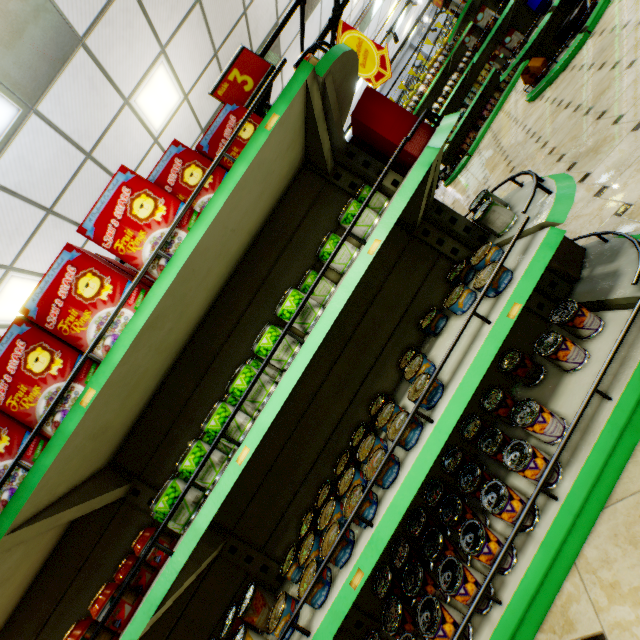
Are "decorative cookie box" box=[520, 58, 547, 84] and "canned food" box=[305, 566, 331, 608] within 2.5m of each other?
no

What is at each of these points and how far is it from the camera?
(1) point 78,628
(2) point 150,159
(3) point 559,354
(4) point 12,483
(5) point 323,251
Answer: (1) jam jar, 1.2 meters
(2) building, 5.3 meters
(3) canned food, 1.5 meters
(4) boxed food, 1.2 meters
(5) canned food, 1.5 meters

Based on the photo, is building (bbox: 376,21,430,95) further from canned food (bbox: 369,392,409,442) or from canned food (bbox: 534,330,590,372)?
canned food (bbox: 369,392,409,442)

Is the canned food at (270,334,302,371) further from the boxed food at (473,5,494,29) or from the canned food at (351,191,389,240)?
the boxed food at (473,5,494,29)

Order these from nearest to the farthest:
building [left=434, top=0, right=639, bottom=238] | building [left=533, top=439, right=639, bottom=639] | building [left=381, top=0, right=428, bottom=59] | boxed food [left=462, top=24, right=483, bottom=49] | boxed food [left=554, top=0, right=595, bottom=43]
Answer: building [left=533, top=439, right=639, bottom=639]
building [left=434, top=0, right=639, bottom=238]
boxed food [left=554, top=0, right=595, bottom=43]
boxed food [left=462, top=24, right=483, bottom=49]
building [left=381, top=0, right=428, bottom=59]

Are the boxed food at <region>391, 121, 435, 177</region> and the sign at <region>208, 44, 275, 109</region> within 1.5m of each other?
yes

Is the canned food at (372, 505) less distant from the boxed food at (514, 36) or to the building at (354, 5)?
Result: the building at (354, 5)

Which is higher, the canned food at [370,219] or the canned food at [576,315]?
the canned food at [370,219]
